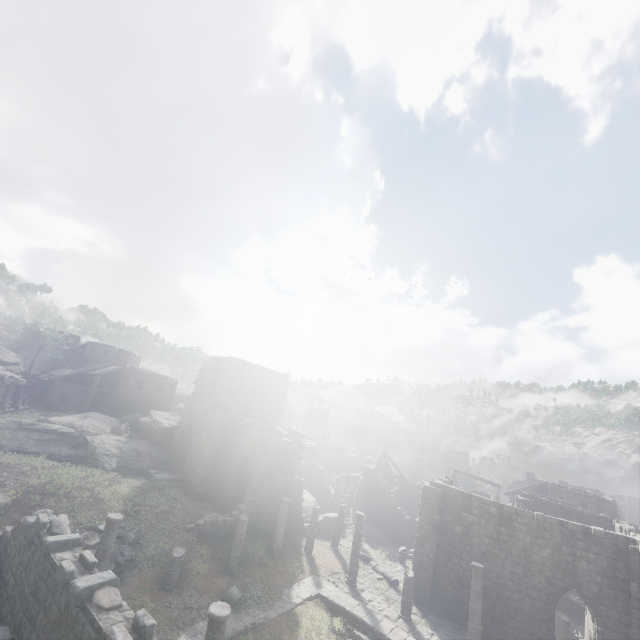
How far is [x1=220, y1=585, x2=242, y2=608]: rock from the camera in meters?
14.5 m

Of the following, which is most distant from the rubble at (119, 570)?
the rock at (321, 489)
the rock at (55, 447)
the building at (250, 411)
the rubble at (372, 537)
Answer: the rubble at (372, 537)

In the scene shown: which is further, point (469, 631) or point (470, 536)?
point (470, 536)

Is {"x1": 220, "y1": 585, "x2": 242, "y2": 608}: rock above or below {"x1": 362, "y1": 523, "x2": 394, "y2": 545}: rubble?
above

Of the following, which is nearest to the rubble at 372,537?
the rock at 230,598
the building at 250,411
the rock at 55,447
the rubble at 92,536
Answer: the building at 250,411

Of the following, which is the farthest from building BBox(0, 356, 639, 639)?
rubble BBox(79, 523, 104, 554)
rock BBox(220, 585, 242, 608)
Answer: rock BBox(220, 585, 242, 608)

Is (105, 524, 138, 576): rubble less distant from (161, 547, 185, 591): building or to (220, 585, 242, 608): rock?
(161, 547, 185, 591): building

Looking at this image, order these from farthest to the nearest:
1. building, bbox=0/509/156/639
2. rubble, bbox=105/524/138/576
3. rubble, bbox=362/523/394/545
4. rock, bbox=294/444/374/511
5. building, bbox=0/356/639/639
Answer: rock, bbox=294/444/374/511 < rubble, bbox=362/523/394/545 < building, bbox=0/356/639/639 < rubble, bbox=105/524/138/576 < building, bbox=0/509/156/639
